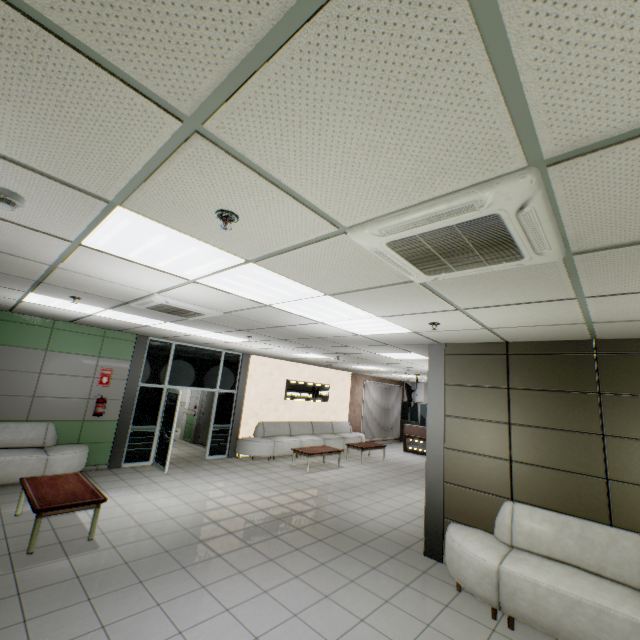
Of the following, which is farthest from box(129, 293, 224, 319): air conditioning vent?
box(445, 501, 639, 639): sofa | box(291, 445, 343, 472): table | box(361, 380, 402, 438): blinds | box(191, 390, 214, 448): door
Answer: box(361, 380, 402, 438): blinds

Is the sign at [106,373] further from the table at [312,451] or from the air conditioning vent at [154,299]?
the table at [312,451]

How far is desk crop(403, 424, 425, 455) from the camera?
13.86m

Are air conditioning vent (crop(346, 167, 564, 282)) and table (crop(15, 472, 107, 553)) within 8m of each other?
yes

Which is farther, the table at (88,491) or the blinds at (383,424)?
the blinds at (383,424)

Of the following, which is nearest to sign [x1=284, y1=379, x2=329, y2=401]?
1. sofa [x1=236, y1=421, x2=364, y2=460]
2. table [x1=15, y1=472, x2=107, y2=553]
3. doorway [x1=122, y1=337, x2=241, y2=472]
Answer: sofa [x1=236, y1=421, x2=364, y2=460]

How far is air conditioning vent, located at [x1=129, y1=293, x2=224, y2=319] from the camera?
4.1 meters

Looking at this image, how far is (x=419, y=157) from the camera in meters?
1.3
